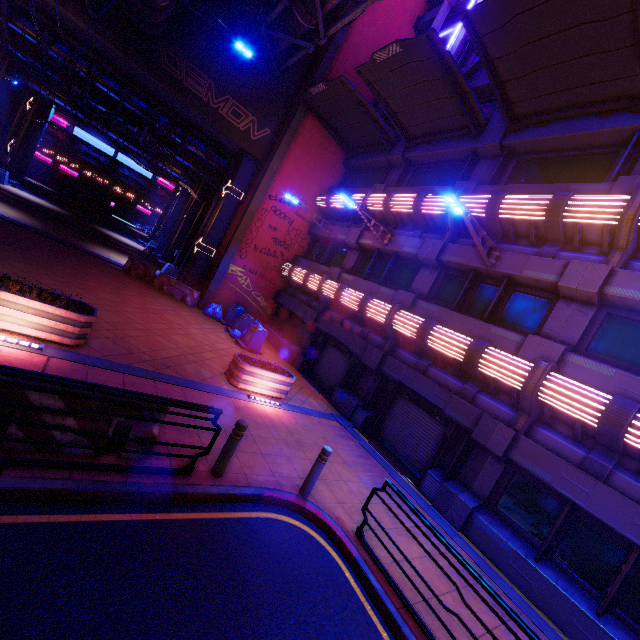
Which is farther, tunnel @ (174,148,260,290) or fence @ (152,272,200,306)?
tunnel @ (174,148,260,290)

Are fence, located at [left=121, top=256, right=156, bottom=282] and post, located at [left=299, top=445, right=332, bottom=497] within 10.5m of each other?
no

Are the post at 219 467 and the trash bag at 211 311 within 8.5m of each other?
no

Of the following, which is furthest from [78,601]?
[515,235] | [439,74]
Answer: [439,74]

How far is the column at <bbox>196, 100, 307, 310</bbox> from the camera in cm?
1738

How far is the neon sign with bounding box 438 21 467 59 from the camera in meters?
15.0 m

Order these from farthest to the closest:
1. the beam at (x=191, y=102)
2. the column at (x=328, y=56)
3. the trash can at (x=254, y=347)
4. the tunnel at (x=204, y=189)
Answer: the tunnel at (x=204, y=189), the column at (x=328, y=56), the trash can at (x=254, y=347), the beam at (x=191, y=102)

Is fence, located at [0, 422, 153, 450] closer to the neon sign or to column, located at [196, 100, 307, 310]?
column, located at [196, 100, 307, 310]
